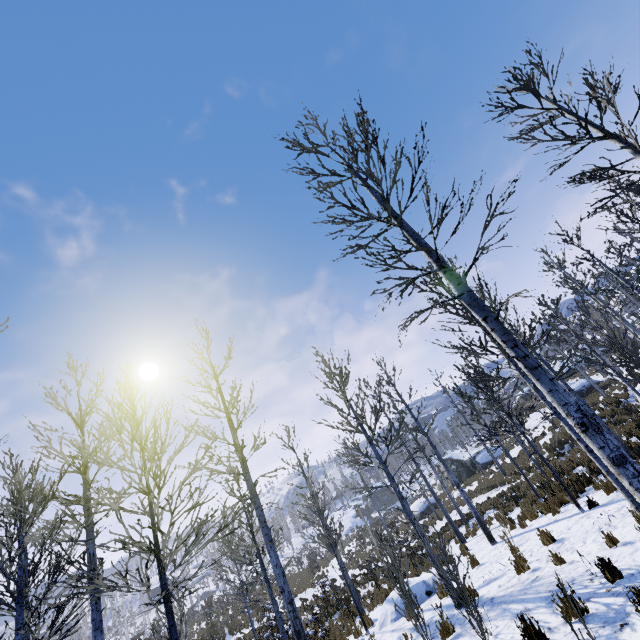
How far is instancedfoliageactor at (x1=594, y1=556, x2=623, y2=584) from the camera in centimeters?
489cm

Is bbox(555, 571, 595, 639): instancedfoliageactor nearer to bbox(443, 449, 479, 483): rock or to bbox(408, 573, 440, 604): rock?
bbox(408, 573, 440, 604): rock

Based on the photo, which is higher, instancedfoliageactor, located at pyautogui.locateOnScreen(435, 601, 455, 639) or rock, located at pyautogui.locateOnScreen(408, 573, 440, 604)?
instancedfoliageactor, located at pyautogui.locateOnScreen(435, 601, 455, 639)

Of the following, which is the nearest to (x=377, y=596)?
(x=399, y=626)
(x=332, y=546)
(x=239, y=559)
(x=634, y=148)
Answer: (x=332, y=546)

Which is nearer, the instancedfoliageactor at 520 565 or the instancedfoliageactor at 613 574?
the instancedfoliageactor at 613 574

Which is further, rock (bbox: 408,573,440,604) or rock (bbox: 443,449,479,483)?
rock (bbox: 443,449,479,483)
